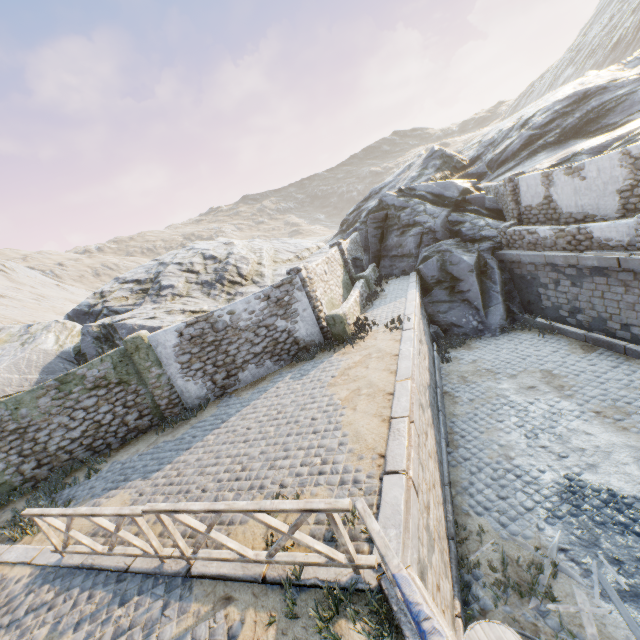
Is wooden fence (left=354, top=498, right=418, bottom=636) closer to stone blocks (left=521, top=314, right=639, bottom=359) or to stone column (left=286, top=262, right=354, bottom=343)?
stone blocks (left=521, top=314, right=639, bottom=359)

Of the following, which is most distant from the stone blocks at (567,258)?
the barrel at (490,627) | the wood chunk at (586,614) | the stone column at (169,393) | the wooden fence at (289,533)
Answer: the stone column at (169,393)

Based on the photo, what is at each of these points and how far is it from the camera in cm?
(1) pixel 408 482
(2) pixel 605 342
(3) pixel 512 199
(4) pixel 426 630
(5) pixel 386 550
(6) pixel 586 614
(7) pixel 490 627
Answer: (1) stone blocks, 514
(2) stone blocks, 1119
(3) stone column, 1494
(4) fabric, 236
(5) wooden fence, 304
(6) wood chunk, 538
(7) barrel, 486

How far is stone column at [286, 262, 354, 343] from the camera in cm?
1167

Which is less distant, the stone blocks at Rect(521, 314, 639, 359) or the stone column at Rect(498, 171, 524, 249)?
the stone blocks at Rect(521, 314, 639, 359)

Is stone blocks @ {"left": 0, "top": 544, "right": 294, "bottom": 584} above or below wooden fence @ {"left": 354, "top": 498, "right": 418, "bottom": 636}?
below

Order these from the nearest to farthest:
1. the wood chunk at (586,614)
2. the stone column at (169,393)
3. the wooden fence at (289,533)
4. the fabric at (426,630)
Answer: the fabric at (426,630), the wooden fence at (289,533), the wood chunk at (586,614), the stone column at (169,393)

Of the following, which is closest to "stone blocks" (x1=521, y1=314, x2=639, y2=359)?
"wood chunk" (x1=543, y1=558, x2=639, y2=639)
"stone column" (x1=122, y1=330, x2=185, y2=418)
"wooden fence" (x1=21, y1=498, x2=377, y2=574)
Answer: "wooden fence" (x1=21, y1=498, x2=377, y2=574)
